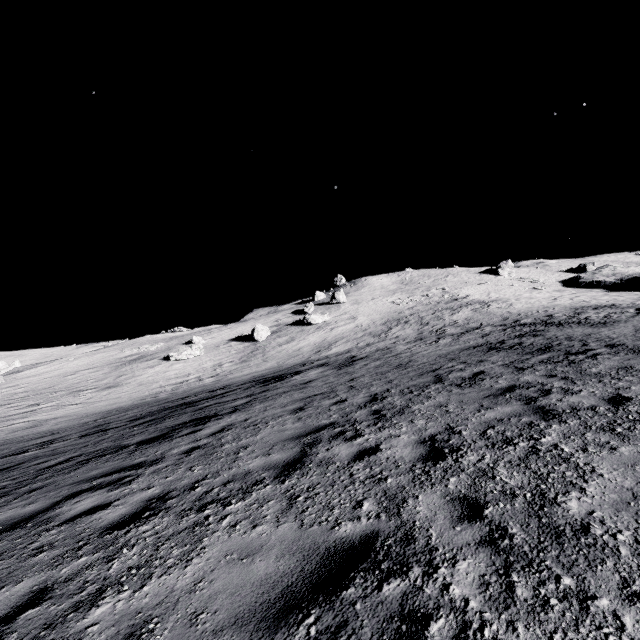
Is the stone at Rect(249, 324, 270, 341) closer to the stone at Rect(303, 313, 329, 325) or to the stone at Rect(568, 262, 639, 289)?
the stone at Rect(303, 313, 329, 325)

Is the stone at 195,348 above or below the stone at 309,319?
below

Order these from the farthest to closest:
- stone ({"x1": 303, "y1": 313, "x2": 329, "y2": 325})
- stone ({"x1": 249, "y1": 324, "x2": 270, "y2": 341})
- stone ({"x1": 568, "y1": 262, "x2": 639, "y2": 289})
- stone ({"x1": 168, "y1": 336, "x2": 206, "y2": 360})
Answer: stone ({"x1": 568, "y1": 262, "x2": 639, "y2": 289}) < stone ({"x1": 303, "y1": 313, "x2": 329, "y2": 325}) < stone ({"x1": 249, "y1": 324, "x2": 270, "y2": 341}) < stone ({"x1": 168, "y1": 336, "x2": 206, "y2": 360})

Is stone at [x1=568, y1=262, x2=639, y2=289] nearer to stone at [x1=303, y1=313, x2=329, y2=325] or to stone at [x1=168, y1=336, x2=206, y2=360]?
stone at [x1=303, y1=313, x2=329, y2=325]

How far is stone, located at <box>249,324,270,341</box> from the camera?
40.0 meters

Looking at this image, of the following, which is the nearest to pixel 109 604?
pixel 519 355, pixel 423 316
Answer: pixel 519 355

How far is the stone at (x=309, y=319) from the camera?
43.1m

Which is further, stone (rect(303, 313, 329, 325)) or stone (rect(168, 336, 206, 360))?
stone (rect(303, 313, 329, 325))
